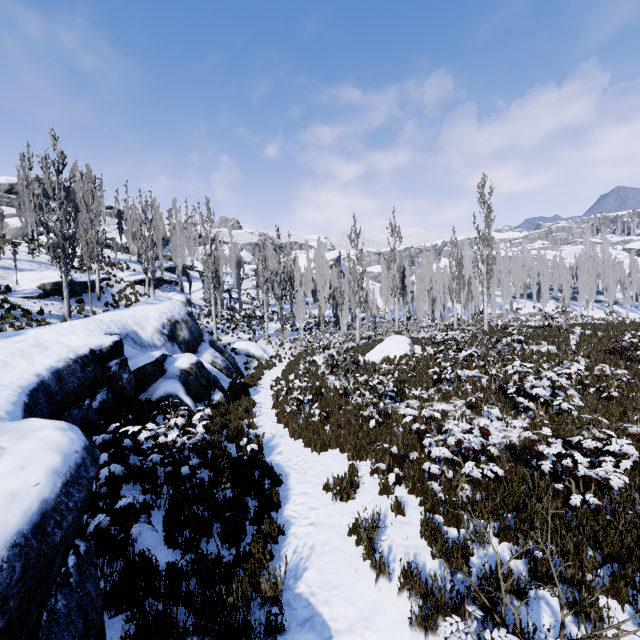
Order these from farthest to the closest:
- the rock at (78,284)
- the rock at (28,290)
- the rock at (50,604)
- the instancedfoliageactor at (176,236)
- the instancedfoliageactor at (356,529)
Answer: the instancedfoliageactor at (176,236)
the rock at (78,284)
the rock at (28,290)
the instancedfoliageactor at (356,529)
the rock at (50,604)

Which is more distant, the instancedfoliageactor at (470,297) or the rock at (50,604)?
the instancedfoliageactor at (470,297)

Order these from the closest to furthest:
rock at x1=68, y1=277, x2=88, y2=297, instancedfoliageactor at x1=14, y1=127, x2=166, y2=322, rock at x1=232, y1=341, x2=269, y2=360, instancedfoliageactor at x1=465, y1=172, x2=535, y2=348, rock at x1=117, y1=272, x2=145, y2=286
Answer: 1. instancedfoliageactor at x1=465, y1=172, x2=535, y2=348
2. instancedfoliageactor at x1=14, y1=127, x2=166, y2=322
3. rock at x1=68, y1=277, x2=88, y2=297
4. rock at x1=232, y1=341, x2=269, y2=360
5. rock at x1=117, y1=272, x2=145, y2=286

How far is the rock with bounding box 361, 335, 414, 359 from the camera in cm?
1812

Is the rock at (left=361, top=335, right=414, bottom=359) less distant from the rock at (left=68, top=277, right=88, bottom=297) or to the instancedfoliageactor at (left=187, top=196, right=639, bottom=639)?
the instancedfoliageactor at (left=187, top=196, right=639, bottom=639)

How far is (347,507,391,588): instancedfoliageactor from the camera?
4.2 meters

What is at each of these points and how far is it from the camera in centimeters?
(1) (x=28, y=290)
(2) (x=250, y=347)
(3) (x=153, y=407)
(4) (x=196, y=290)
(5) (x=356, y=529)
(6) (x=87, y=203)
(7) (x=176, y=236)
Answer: (1) rock, 1927cm
(2) rock, 2539cm
(3) instancedfoliageactor, 948cm
(4) rock, 3925cm
(5) instancedfoliageactor, 520cm
(6) instancedfoliageactor, 2261cm
(7) instancedfoliageactor, 3681cm
